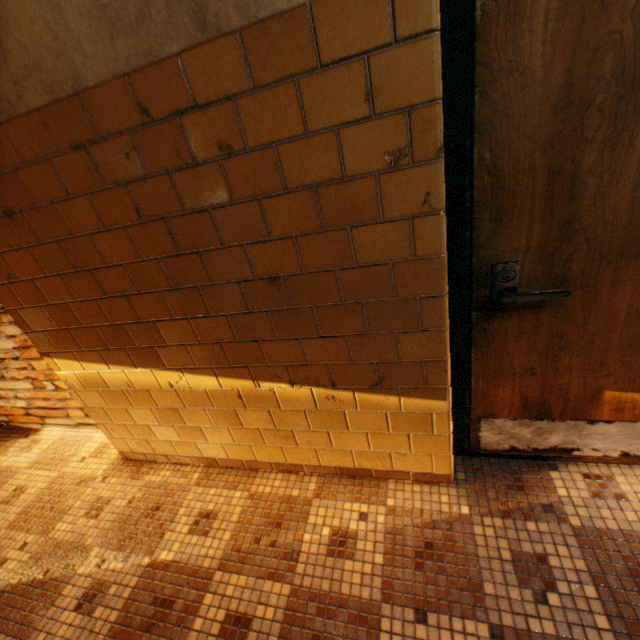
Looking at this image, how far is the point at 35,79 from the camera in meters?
1.1
